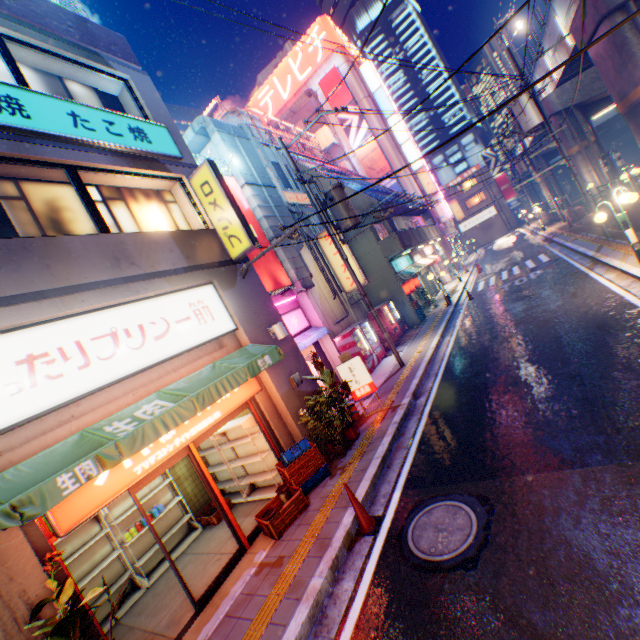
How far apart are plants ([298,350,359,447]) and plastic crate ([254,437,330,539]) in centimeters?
103cm

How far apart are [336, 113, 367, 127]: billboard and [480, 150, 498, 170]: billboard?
28.0m

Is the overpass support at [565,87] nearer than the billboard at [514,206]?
Yes

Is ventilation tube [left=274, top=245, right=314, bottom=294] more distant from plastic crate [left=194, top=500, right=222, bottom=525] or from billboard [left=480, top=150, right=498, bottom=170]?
billboard [left=480, top=150, right=498, bottom=170]

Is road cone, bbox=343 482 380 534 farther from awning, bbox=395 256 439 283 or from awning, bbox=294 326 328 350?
awning, bbox=395 256 439 283

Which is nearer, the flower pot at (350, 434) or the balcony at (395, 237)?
the flower pot at (350, 434)

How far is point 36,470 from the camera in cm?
411

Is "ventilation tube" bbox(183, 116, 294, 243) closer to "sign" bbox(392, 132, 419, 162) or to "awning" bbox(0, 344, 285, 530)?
"awning" bbox(0, 344, 285, 530)
